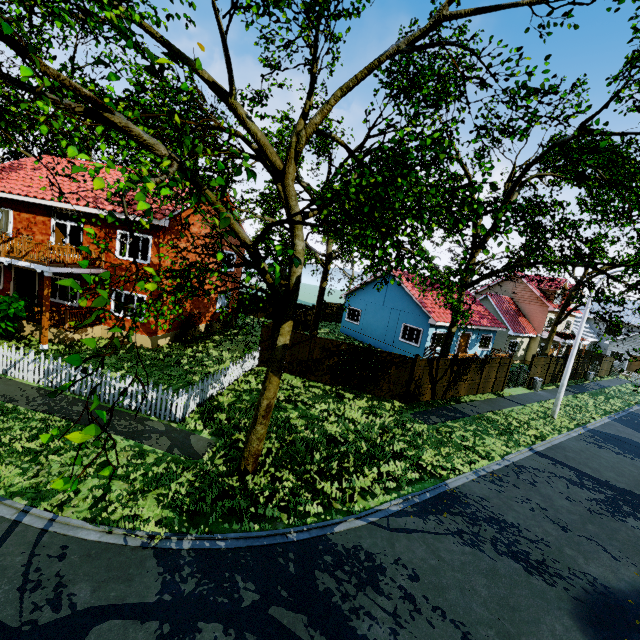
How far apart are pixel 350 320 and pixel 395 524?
23.17m

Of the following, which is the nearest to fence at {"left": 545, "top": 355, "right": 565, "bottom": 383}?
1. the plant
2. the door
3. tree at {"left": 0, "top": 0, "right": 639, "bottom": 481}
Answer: tree at {"left": 0, "top": 0, "right": 639, "bottom": 481}

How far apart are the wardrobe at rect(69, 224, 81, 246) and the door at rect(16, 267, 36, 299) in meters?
2.3 m

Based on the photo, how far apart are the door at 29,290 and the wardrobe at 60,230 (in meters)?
2.31

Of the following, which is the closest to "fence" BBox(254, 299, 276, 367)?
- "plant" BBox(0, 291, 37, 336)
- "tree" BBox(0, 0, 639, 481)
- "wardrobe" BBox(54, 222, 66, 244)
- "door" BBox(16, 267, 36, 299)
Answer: "tree" BBox(0, 0, 639, 481)

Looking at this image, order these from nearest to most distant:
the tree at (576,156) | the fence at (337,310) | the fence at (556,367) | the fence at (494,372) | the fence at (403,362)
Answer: the tree at (576,156)
the fence at (403,362)
the fence at (494,372)
the fence at (556,367)
the fence at (337,310)

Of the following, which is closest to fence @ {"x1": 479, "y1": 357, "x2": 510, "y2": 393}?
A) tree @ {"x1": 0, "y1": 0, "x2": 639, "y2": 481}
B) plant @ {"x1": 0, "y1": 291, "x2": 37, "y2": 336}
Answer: tree @ {"x1": 0, "y1": 0, "x2": 639, "y2": 481}
